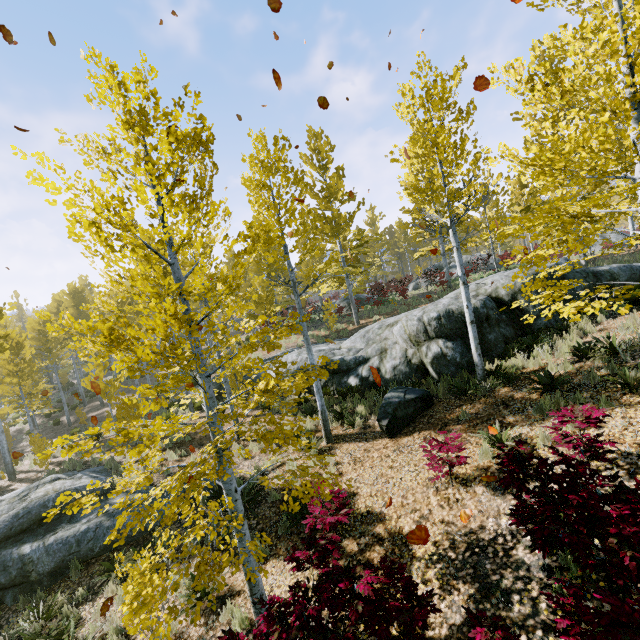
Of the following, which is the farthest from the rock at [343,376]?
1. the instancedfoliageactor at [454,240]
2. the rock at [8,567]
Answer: the rock at [8,567]

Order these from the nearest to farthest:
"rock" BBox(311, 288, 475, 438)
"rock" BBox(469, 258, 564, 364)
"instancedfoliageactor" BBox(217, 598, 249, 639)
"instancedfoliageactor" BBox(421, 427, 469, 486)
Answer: "instancedfoliageactor" BBox(217, 598, 249, 639), "instancedfoliageactor" BBox(421, 427, 469, 486), "rock" BBox(311, 288, 475, 438), "rock" BBox(469, 258, 564, 364)

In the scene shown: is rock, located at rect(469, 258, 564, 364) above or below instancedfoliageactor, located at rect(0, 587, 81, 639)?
above

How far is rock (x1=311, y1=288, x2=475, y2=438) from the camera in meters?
9.5

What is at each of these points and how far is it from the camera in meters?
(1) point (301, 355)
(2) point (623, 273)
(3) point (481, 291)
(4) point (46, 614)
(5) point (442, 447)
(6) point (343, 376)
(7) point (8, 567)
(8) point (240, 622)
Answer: (1) rock, 15.4
(2) rock, 11.1
(3) rock, 11.8
(4) instancedfoliageactor, 6.8
(5) instancedfoliageactor, 6.3
(6) rock, 13.1
(7) rock, 7.7
(8) instancedfoliageactor, 5.6

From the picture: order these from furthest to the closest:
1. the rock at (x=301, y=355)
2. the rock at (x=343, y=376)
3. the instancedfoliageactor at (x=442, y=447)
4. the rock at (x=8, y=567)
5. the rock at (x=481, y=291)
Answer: the rock at (x=301, y=355)
the rock at (x=481, y=291)
the rock at (x=343, y=376)
the rock at (x=8, y=567)
the instancedfoliageactor at (x=442, y=447)

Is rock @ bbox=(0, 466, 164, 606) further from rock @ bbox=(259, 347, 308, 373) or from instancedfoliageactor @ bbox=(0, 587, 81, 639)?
rock @ bbox=(259, 347, 308, 373)

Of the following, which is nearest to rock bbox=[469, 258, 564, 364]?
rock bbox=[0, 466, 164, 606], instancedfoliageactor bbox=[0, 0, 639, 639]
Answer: instancedfoliageactor bbox=[0, 0, 639, 639]
